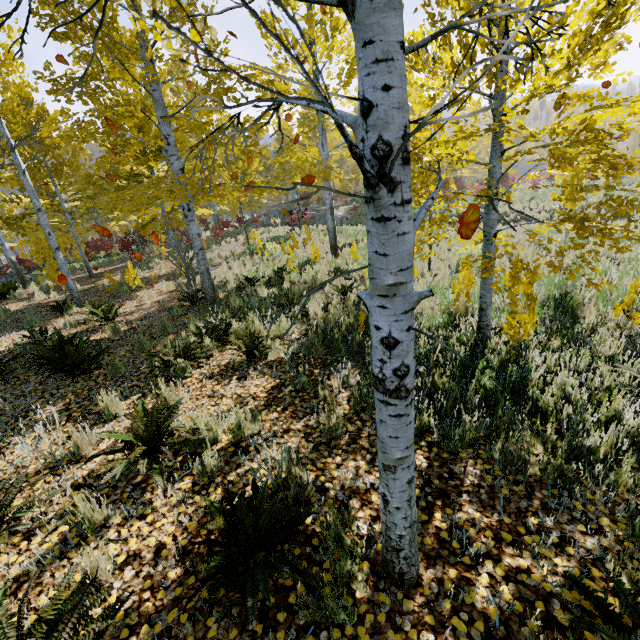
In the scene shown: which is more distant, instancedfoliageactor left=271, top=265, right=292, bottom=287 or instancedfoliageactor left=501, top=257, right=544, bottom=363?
instancedfoliageactor left=271, top=265, right=292, bottom=287

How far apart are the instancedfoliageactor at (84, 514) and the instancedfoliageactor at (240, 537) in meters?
0.8

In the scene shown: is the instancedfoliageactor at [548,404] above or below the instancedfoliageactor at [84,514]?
below

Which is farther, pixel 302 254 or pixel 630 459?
pixel 302 254

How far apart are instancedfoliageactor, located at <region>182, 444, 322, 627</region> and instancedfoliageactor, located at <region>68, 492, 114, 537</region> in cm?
75

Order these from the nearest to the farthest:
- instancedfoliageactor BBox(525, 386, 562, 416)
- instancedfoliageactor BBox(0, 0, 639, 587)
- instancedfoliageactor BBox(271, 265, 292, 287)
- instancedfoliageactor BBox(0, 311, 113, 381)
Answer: instancedfoliageactor BBox(0, 0, 639, 587) → instancedfoliageactor BBox(525, 386, 562, 416) → instancedfoliageactor BBox(0, 311, 113, 381) → instancedfoliageactor BBox(271, 265, 292, 287)

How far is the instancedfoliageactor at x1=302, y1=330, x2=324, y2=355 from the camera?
5.11m
